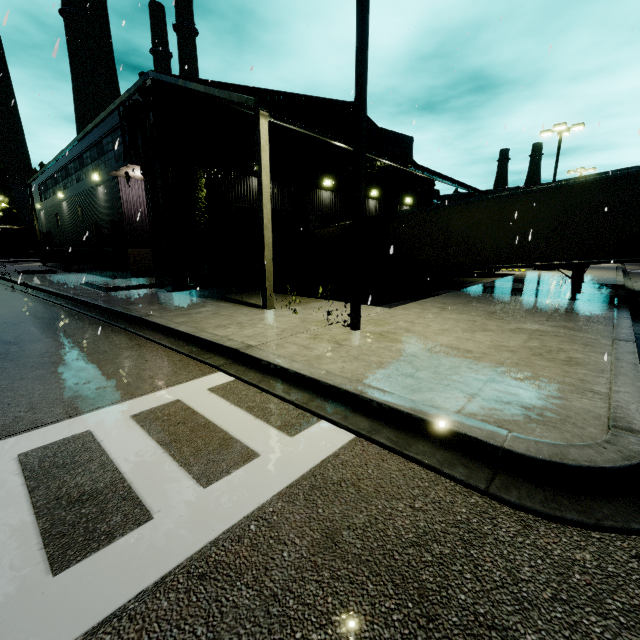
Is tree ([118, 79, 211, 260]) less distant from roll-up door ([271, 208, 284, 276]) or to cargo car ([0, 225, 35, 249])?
cargo car ([0, 225, 35, 249])

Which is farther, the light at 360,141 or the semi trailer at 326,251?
the semi trailer at 326,251

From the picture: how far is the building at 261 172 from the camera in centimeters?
1046cm

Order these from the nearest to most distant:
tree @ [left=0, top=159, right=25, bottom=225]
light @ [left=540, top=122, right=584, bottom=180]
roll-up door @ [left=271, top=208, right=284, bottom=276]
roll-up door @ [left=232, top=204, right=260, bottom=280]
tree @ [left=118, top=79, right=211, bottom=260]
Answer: tree @ [left=118, top=79, right=211, bottom=260] < roll-up door @ [left=232, top=204, right=260, bottom=280] < roll-up door @ [left=271, top=208, right=284, bottom=276] < light @ [left=540, top=122, right=584, bottom=180] < tree @ [left=0, top=159, right=25, bottom=225]

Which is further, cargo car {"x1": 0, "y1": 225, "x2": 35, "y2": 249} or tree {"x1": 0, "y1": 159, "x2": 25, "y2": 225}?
tree {"x1": 0, "y1": 159, "x2": 25, "y2": 225}

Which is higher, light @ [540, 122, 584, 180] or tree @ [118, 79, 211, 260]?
light @ [540, 122, 584, 180]

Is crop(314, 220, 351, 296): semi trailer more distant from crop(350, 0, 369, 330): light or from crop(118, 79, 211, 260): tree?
crop(350, 0, 369, 330): light

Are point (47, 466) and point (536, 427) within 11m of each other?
yes
